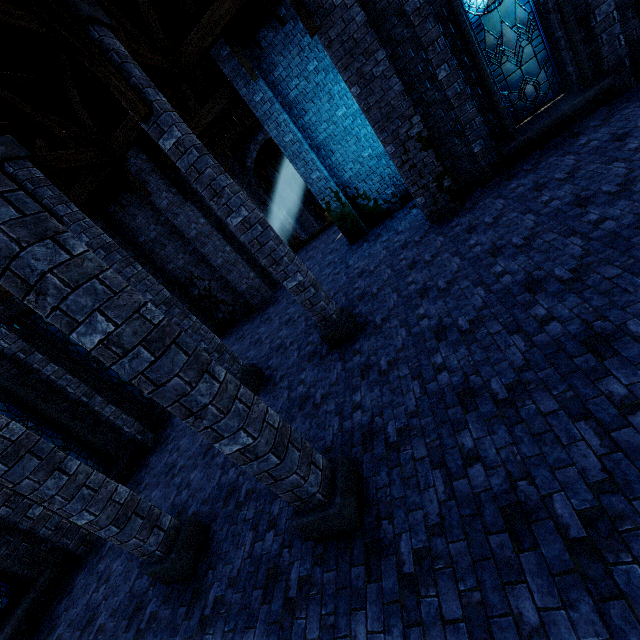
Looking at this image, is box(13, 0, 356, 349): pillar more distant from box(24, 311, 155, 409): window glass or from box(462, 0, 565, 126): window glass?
box(24, 311, 155, 409): window glass

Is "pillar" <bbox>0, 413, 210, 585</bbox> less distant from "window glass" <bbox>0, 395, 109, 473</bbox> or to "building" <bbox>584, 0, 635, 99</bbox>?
"building" <bbox>584, 0, 635, 99</bbox>

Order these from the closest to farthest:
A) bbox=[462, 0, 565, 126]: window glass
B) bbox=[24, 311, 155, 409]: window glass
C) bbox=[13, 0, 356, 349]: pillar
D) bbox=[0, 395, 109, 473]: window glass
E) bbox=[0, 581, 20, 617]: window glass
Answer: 1. bbox=[13, 0, 356, 349]: pillar
2. bbox=[0, 581, 20, 617]: window glass
3. bbox=[462, 0, 565, 126]: window glass
4. bbox=[0, 395, 109, 473]: window glass
5. bbox=[24, 311, 155, 409]: window glass

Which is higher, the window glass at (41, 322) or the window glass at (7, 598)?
the window glass at (41, 322)

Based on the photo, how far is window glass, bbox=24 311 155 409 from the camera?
9.9m

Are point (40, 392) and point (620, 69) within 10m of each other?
no

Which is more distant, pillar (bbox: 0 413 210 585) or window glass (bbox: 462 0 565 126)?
window glass (bbox: 462 0 565 126)

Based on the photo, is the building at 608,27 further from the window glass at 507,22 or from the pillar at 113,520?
the window glass at 507,22
